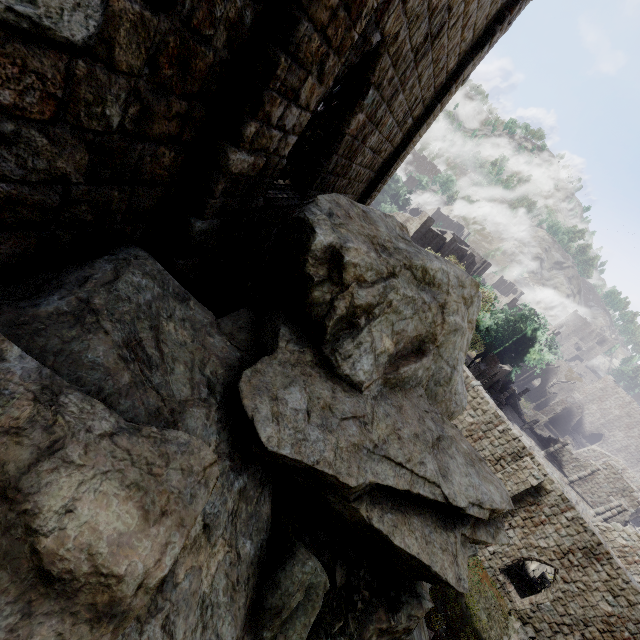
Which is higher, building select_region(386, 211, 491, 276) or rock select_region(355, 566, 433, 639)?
building select_region(386, 211, 491, 276)

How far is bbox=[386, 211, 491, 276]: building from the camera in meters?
37.5

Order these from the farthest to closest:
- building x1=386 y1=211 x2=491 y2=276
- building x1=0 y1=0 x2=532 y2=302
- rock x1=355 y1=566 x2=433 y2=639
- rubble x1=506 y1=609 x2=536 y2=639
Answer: building x1=386 y1=211 x2=491 y2=276 < rubble x1=506 y1=609 x2=536 y2=639 < rock x1=355 y1=566 x2=433 y2=639 < building x1=0 y1=0 x2=532 y2=302

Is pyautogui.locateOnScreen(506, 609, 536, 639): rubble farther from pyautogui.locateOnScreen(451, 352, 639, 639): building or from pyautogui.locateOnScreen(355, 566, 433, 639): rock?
pyautogui.locateOnScreen(355, 566, 433, 639): rock

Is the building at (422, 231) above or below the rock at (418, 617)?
above

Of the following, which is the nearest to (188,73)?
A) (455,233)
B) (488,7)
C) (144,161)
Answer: (144,161)

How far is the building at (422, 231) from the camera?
37.5 meters

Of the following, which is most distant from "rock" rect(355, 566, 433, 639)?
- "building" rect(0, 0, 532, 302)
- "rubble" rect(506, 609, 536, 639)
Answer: "rubble" rect(506, 609, 536, 639)
